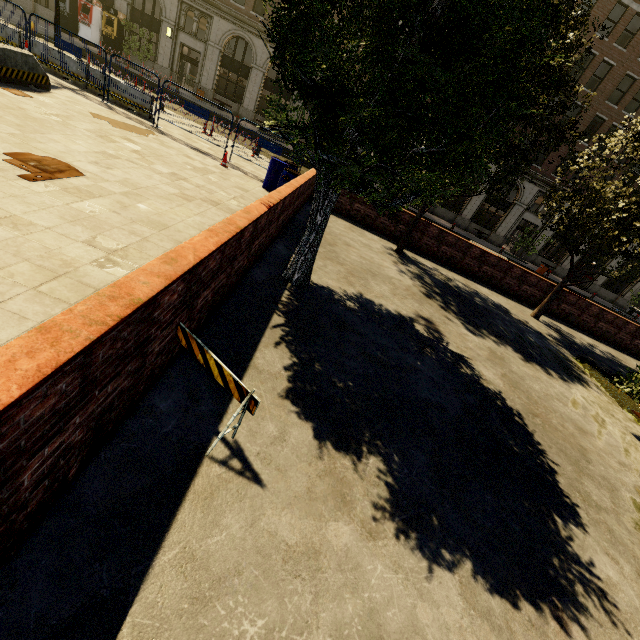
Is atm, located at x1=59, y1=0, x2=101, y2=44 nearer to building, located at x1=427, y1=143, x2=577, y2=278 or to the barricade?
building, located at x1=427, y1=143, x2=577, y2=278

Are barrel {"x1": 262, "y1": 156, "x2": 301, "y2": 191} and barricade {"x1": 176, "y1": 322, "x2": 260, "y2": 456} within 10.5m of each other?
yes

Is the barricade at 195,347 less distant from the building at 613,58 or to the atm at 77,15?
the building at 613,58

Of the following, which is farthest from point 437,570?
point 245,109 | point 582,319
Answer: point 245,109

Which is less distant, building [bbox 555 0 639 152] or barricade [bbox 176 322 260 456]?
barricade [bbox 176 322 260 456]

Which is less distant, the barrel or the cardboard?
the cardboard

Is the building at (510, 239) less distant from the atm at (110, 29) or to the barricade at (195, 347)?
the atm at (110, 29)

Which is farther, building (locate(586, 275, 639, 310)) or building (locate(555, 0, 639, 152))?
building (locate(586, 275, 639, 310))
